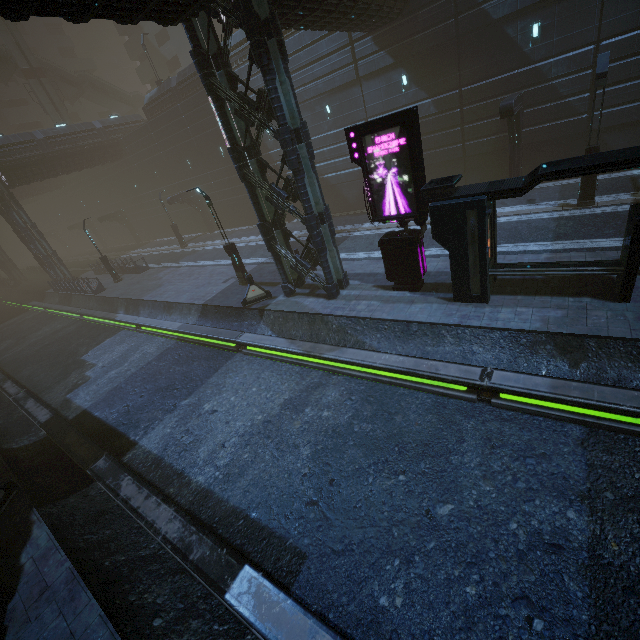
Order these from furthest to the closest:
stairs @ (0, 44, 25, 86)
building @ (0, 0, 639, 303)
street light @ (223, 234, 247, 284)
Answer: stairs @ (0, 44, 25, 86) < street light @ (223, 234, 247, 284) < building @ (0, 0, 639, 303)

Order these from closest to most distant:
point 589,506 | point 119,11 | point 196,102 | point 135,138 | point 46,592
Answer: point 589,506 < point 46,592 < point 119,11 < point 196,102 < point 135,138

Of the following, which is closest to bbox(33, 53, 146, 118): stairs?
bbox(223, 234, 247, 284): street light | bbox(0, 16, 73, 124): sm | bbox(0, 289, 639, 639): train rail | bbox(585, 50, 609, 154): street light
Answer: bbox(0, 16, 73, 124): sm

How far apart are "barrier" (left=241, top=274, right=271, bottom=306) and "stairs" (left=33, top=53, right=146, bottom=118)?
49.7 meters

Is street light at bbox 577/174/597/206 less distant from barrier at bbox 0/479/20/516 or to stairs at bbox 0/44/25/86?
barrier at bbox 0/479/20/516

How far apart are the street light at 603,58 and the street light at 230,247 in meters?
16.5 m

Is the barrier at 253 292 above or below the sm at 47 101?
below

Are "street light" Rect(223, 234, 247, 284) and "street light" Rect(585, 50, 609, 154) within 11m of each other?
no
